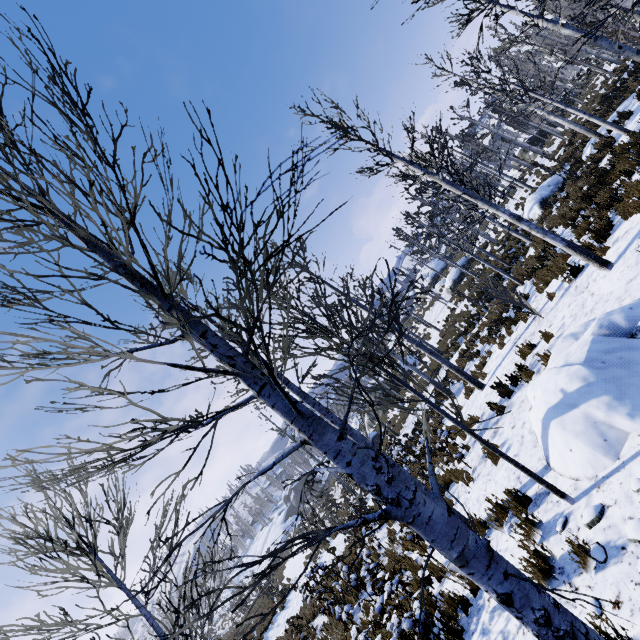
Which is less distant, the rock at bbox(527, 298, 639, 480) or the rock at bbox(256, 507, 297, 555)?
the rock at bbox(527, 298, 639, 480)

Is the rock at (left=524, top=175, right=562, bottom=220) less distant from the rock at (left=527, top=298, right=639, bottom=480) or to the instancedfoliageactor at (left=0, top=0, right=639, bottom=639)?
the rock at (left=527, top=298, right=639, bottom=480)

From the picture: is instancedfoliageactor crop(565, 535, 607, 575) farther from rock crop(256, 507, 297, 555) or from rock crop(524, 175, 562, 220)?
rock crop(256, 507, 297, 555)

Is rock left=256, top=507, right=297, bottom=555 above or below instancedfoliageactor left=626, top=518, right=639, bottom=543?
above

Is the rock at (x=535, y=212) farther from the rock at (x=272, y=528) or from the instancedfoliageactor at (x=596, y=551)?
the rock at (x=272, y=528)

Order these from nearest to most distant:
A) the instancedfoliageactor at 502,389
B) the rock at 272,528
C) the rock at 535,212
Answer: the instancedfoliageactor at 502,389 < the rock at 535,212 < the rock at 272,528

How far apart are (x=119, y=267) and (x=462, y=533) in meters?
2.3

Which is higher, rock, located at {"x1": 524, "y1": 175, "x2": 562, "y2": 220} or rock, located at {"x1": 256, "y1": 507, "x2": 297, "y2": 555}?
rock, located at {"x1": 256, "y1": 507, "x2": 297, "y2": 555}
